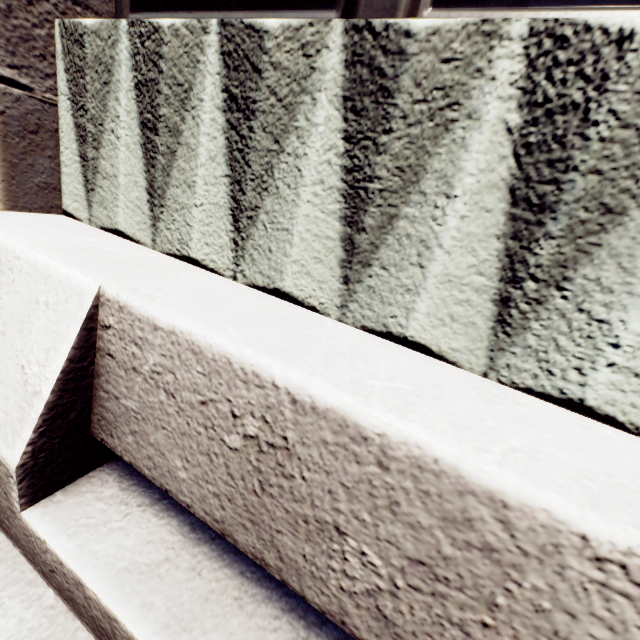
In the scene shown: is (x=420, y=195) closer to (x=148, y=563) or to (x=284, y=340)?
(x=284, y=340)
